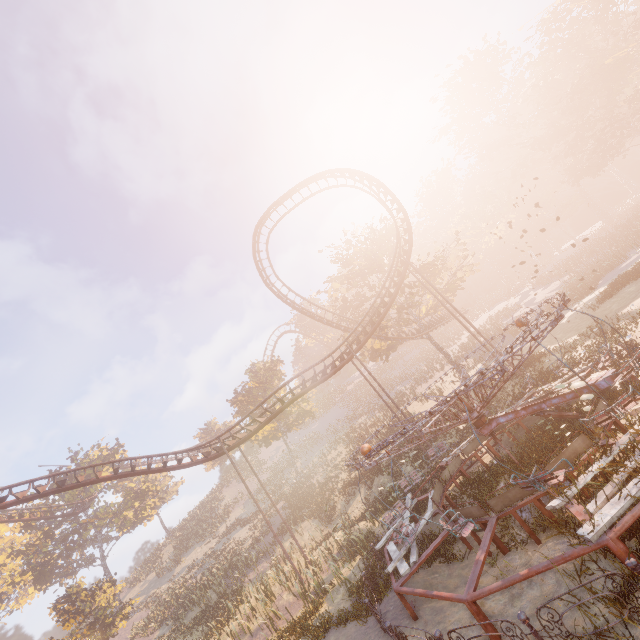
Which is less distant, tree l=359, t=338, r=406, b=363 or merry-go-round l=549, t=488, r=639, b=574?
merry-go-round l=549, t=488, r=639, b=574

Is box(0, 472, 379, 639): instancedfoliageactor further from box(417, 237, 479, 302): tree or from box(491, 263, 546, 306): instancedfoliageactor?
box(491, 263, 546, 306): instancedfoliageactor

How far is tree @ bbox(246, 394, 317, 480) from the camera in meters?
37.7 m

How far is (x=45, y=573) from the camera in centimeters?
3538cm

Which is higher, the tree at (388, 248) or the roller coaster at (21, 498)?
the tree at (388, 248)

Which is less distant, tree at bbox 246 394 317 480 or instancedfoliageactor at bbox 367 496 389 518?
instancedfoliageactor at bbox 367 496 389 518

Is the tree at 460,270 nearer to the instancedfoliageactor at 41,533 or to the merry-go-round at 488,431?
the merry-go-round at 488,431
